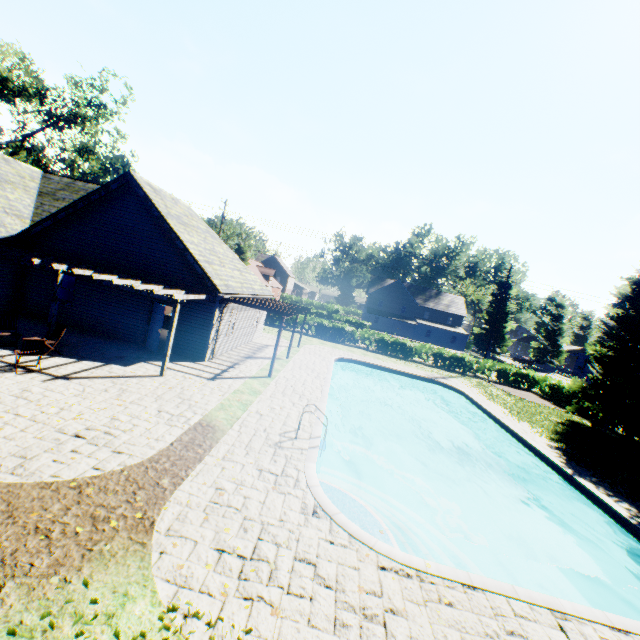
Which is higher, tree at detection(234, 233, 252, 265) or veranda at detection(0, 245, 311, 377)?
tree at detection(234, 233, 252, 265)

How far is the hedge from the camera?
29.8 meters

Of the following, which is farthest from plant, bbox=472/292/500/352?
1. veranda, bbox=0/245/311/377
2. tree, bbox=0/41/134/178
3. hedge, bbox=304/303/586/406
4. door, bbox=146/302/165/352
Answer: door, bbox=146/302/165/352

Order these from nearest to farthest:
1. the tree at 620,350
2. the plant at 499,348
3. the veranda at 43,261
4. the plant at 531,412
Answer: the veranda at 43,261 < the plant at 531,412 < the tree at 620,350 < the plant at 499,348

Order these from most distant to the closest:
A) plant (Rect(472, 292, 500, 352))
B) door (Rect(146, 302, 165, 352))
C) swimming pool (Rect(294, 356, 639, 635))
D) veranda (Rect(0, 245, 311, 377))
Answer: plant (Rect(472, 292, 500, 352)) < door (Rect(146, 302, 165, 352)) < veranda (Rect(0, 245, 311, 377)) < swimming pool (Rect(294, 356, 639, 635))

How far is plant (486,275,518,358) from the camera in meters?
55.9

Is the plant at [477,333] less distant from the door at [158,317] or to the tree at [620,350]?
the tree at [620,350]

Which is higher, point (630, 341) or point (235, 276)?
point (630, 341)
